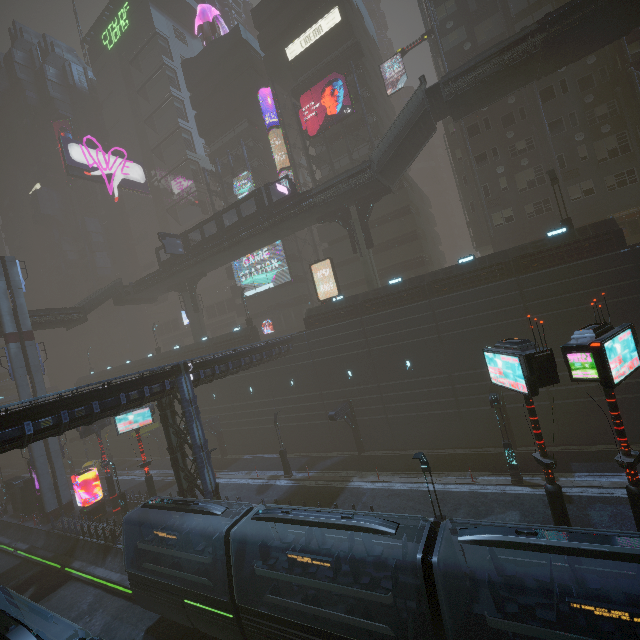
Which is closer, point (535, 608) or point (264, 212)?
point (535, 608)

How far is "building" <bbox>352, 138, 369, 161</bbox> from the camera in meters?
38.2

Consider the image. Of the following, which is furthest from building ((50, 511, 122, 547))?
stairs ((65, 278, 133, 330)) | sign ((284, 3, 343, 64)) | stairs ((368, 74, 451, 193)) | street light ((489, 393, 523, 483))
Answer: stairs ((65, 278, 133, 330))

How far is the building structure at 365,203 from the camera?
29.7 meters

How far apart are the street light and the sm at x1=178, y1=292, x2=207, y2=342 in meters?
35.4 m

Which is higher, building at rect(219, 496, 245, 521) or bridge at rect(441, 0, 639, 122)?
bridge at rect(441, 0, 639, 122)

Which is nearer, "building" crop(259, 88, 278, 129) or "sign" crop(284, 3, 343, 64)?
"sign" crop(284, 3, 343, 64)

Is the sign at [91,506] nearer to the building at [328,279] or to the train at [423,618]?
the building at [328,279]
